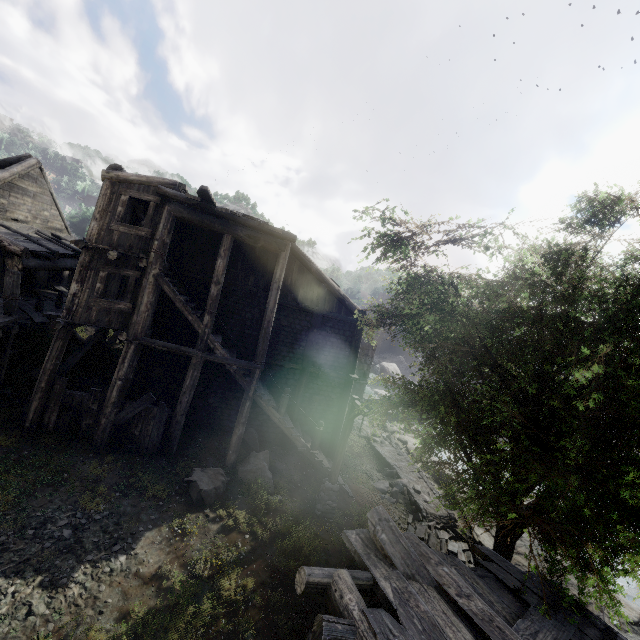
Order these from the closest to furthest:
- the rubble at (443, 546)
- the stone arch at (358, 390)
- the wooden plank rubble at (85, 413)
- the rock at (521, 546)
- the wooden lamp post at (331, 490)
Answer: the wooden plank rubble at (85, 413), the wooden lamp post at (331, 490), the rubble at (443, 546), the rock at (521, 546), the stone arch at (358, 390)

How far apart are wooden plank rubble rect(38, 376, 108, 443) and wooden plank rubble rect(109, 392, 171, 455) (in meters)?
0.44

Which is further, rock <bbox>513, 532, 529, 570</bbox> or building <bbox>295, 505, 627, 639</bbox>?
rock <bbox>513, 532, 529, 570</bbox>

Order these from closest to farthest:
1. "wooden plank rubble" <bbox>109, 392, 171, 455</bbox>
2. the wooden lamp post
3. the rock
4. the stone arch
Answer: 1. "wooden plank rubble" <bbox>109, 392, 171, 455</bbox>
2. the wooden lamp post
3. the rock
4. the stone arch

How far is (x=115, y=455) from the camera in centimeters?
1160cm

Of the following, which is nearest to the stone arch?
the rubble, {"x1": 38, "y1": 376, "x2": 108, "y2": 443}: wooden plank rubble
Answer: the rubble

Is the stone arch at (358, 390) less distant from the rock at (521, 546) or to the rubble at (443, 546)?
the rubble at (443, 546)

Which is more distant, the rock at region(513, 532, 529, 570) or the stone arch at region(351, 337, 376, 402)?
the stone arch at region(351, 337, 376, 402)
